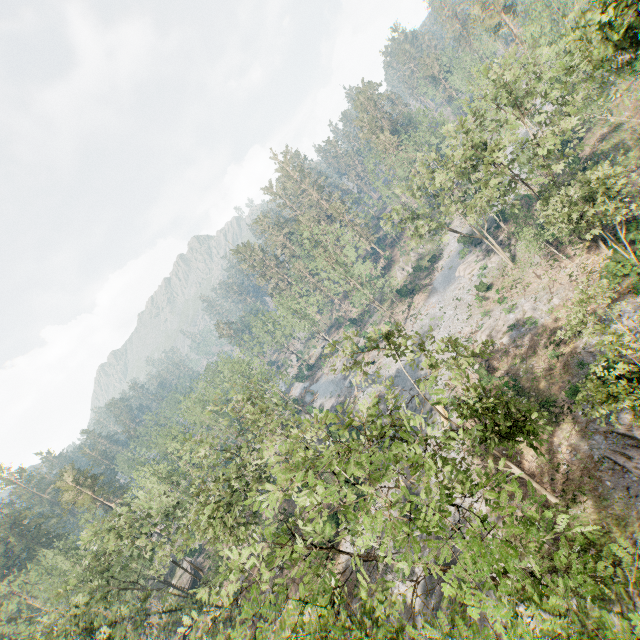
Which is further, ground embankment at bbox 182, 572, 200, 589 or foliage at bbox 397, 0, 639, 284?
ground embankment at bbox 182, 572, 200, 589

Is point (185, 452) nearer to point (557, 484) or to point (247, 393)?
point (247, 393)

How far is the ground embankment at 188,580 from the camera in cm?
4910

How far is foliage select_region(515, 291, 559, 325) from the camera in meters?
32.1

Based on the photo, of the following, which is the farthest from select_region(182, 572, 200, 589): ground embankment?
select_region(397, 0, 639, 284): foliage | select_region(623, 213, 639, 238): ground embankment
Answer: select_region(623, 213, 639, 238): ground embankment

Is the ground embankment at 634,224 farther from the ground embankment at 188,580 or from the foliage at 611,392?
the ground embankment at 188,580

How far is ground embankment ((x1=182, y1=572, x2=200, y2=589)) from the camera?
49.1 meters
